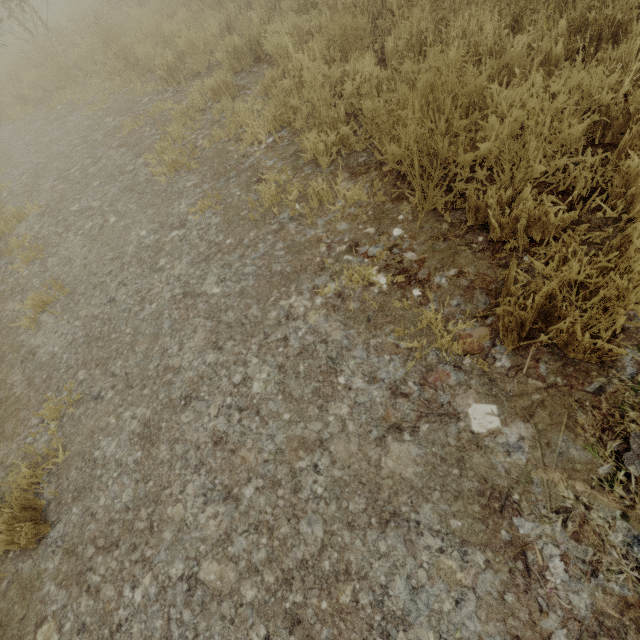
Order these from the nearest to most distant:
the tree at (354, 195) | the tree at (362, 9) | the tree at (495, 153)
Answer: the tree at (495, 153) → the tree at (354, 195) → the tree at (362, 9)

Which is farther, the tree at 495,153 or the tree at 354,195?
the tree at 354,195

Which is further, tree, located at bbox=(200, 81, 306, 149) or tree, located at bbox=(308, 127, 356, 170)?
tree, located at bbox=(200, 81, 306, 149)

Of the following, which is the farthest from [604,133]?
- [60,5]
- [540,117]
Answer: [60,5]

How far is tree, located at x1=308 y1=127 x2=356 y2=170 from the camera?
2.88m

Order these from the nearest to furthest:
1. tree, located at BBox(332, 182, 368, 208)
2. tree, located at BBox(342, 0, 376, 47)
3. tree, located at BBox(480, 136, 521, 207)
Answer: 1. tree, located at BBox(480, 136, 521, 207)
2. tree, located at BBox(332, 182, 368, 208)
3. tree, located at BBox(342, 0, 376, 47)
